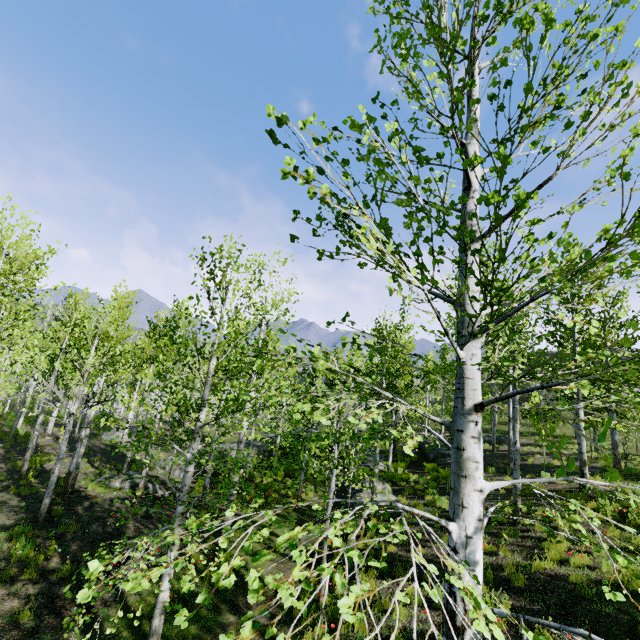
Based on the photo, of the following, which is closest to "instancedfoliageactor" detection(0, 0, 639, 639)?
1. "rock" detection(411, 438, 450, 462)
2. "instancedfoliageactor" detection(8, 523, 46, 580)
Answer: "rock" detection(411, 438, 450, 462)

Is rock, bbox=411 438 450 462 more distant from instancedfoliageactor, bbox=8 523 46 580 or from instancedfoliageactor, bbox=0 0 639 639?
instancedfoliageactor, bbox=8 523 46 580

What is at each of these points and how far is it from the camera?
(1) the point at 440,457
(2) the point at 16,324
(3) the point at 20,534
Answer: (1) rock, 21.33m
(2) instancedfoliageactor, 12.04m
(3) instancedfoliageactor, 9.03m

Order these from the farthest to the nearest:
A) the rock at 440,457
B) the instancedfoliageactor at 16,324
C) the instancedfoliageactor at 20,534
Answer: the rock at 440,457, the instancedfoliageactor at 20,534, the instancedfoliageactor at 16,324

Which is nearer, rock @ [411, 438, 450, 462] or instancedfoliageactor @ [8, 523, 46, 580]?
instancedfoliageactor @ [8, 523, 46, 580]

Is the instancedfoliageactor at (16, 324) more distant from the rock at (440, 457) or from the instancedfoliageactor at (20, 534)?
the instancedfoliageactor at (20, 534)

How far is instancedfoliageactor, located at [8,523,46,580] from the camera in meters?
7.9
